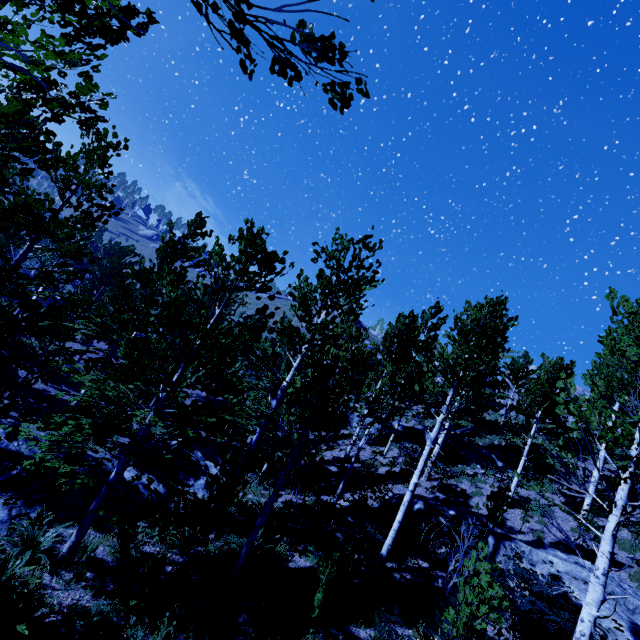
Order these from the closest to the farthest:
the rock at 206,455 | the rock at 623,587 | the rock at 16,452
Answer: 1. the rock at 623,587
2. the rock at 16,452
3. the rock at 206,455

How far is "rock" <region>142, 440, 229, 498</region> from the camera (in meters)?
12.48

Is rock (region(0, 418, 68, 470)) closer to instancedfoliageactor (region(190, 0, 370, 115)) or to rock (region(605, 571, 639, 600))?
instancedfoliageactor (region(190, 0, 370, 115))

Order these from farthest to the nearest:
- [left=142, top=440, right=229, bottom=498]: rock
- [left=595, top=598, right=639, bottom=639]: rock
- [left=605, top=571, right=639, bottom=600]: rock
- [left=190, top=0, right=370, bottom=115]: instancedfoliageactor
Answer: [left=142, top=440, right=229, bottom=498]: rock, [left=605, top=571, right=639, bottom=600]: rock, [left=595, top=598, right=639, bottom=639]: rock, [left=190, top=0, right=370, bottom=115]: instancedfoliageactor

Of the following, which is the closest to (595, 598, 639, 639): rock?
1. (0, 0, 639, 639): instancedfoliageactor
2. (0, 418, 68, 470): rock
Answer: (0, 0, 639, 639): instancedfoliageactor

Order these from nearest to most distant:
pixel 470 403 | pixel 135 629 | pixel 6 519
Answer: pixel 135 629, pixel 6 519, pixel 470 403

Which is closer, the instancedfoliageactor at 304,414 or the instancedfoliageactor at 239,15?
the instancedfoliageactor at 239,15
